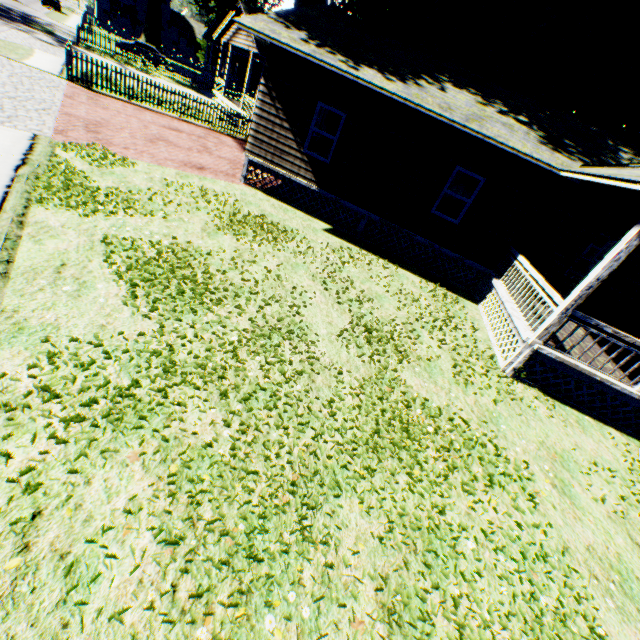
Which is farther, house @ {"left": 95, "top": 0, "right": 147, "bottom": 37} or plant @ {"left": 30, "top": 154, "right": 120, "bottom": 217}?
house @ {"left": 95, "top": 0, "right": 147, "bottom": 37}

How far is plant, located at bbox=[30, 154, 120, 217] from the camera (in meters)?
6.58

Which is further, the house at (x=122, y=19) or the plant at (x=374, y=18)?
the house at (x=122, y=19)

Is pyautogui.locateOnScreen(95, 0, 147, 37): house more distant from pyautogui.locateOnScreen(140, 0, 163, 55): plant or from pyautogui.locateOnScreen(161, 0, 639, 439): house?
pyautogui.locateOnScreen(161, 0, 639, 439): house

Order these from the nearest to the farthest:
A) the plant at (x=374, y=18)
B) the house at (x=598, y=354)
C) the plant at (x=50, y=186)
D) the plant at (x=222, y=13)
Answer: the plant at (x=50, y=186) < the house at (x=598, y=354) < the plant at (x=374, y=18) < the plant at (x=222, y=13)

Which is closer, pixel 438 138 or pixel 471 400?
pixel 471 400

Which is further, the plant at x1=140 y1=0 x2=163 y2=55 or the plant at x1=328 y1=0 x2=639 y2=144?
the plant at x1=140 y1=0 x2=163 y2=55

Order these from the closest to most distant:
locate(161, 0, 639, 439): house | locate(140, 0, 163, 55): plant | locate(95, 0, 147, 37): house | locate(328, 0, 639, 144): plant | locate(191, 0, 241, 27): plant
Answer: locate(161, 0, 639, 439): house < locate(328, 0, 639, 144): plant < locate(191, 0, 241, 27): plant < locate(140, 0, 163, 55): plant < locate(95, 0, 147, 37): house
